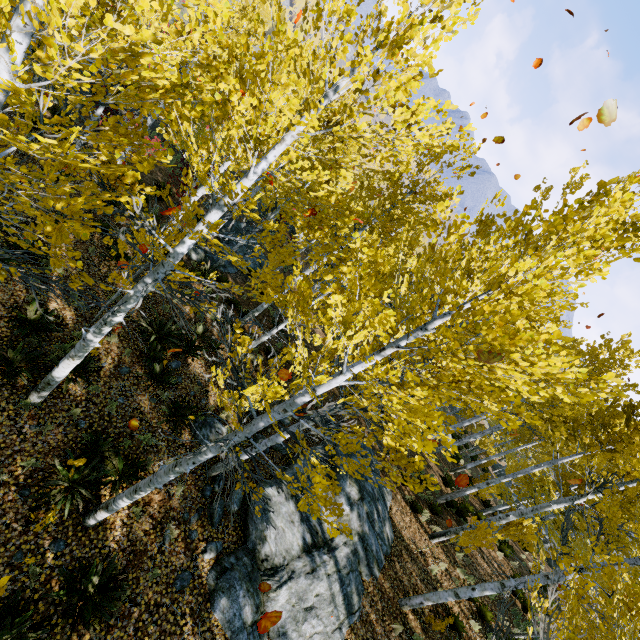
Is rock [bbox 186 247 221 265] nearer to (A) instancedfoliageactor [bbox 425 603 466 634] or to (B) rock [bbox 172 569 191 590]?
(A) instancedfoliageactor [bbox 425 603 466 634]

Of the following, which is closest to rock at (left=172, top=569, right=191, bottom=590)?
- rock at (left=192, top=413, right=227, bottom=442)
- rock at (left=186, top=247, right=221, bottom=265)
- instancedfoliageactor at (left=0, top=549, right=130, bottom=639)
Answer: rock at (left=192, top=413, right=227, bottom=442)

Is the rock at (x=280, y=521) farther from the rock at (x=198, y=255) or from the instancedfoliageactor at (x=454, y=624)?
the rock at (x=198, y=255)

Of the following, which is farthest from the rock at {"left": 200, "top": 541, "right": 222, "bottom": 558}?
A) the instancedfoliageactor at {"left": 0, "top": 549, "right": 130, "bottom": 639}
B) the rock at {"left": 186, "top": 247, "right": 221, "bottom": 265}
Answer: the rock at {"left": 186, "top": 247, "right": 221, "bottom": 265}

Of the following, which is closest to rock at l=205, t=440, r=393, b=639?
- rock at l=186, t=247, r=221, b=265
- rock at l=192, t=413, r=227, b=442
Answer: rock at l=192, t=413, r=227, b=442

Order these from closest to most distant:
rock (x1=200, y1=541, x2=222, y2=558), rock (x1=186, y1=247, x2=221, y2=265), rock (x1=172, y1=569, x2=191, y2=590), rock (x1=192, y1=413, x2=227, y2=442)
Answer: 1. rock (x1=172, y1=569, x2=191, y2=590)
2. rock (x1=200, y1=541, x2=222, y2=558)
3. rock (x1=192, y1=413, x2=227, y2=442)
4. rock (x1=186, y1=247, x2=221, y2=265)

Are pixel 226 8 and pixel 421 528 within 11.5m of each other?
no

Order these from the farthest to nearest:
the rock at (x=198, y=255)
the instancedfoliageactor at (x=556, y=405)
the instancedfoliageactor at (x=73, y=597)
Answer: the rock at (x=198, y=255) < the instancedfoliageactor at (x=73, y=597) < the instancedfoliageactor at (x=556, y=405)
